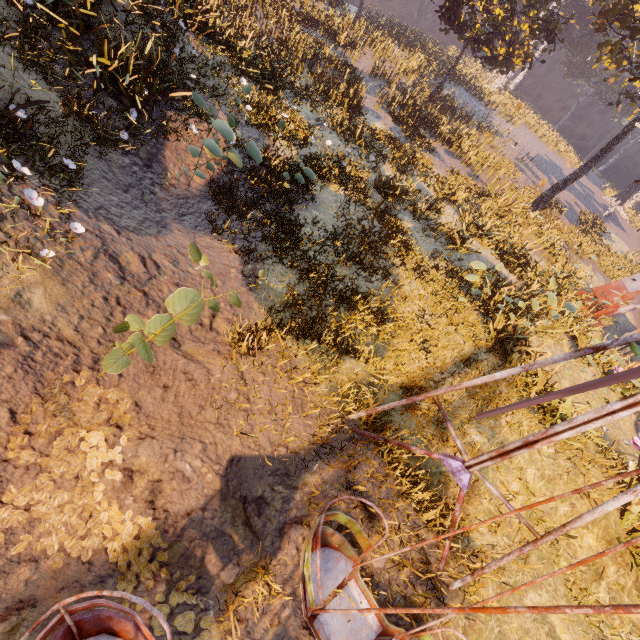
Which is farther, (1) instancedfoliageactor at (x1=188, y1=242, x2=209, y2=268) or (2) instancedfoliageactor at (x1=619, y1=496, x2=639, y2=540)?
(2) instancedfoliageactor at (x1=619, y1=496, x2=639, y2=540)

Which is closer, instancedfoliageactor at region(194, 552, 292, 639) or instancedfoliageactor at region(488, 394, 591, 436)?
instancedfoliageactor at region(194, 552, 292, 639)

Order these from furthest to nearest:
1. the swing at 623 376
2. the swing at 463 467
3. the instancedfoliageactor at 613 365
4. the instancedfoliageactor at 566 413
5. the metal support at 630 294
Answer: the metal support at 630 294 → the instancedfoliageactor at 613 365 → the instancedfoliageactor at 566 413 → the swing at 623 376 → the swing at 463 467

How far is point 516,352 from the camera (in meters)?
8.70

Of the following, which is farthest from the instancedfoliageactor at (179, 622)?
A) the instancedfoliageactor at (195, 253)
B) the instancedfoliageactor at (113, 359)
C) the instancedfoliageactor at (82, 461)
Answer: the instancedfoliageactor at (195, 253)

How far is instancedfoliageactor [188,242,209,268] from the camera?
3.2m

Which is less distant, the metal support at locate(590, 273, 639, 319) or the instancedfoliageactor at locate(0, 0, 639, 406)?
the instancedfoliageactor at locate(0, 0, 639, 406)

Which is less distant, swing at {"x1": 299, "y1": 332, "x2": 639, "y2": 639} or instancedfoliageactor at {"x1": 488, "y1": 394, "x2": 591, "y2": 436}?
swing at {"x1": 299, "y1": 332, "x2": 639, "y2": 639}
